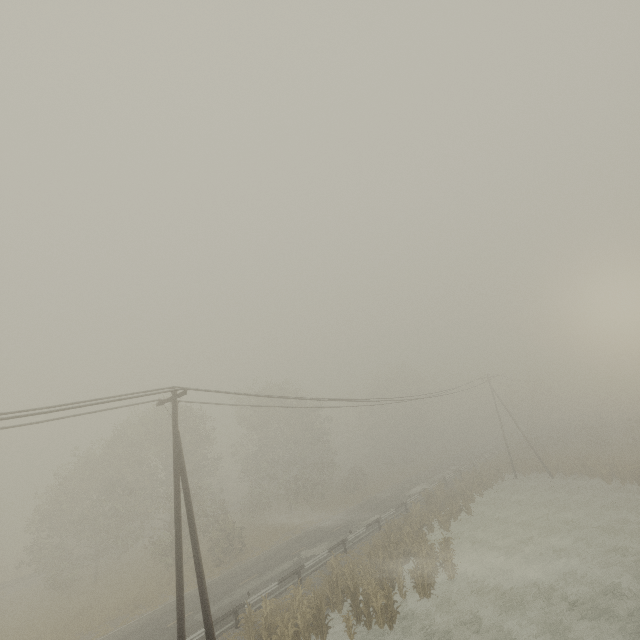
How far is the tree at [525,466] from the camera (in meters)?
38.44

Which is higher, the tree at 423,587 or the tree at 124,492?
the tree at 124,492

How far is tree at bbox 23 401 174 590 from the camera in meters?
27.4 m

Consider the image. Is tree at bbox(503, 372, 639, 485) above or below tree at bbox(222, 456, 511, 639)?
above

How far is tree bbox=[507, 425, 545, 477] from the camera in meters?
38.4

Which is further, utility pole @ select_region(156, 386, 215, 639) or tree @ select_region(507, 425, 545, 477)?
tree @ select_region(507, 425, 545, 477)

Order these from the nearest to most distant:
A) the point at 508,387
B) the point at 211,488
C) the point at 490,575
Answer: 1. the point at 490,575
2. the point at 211,488
3. the point at 508,387

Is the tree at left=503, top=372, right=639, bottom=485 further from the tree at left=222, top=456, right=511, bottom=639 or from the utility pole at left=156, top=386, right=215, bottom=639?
the utility pole at left=156, top=386, right=215, bottom=639
